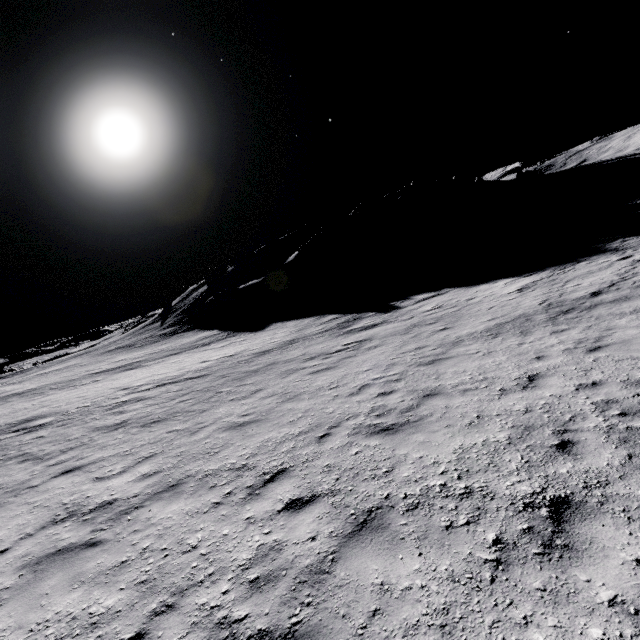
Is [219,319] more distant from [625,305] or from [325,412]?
[625,305]

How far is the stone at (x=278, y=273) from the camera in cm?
4450

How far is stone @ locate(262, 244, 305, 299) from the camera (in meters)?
44.50
